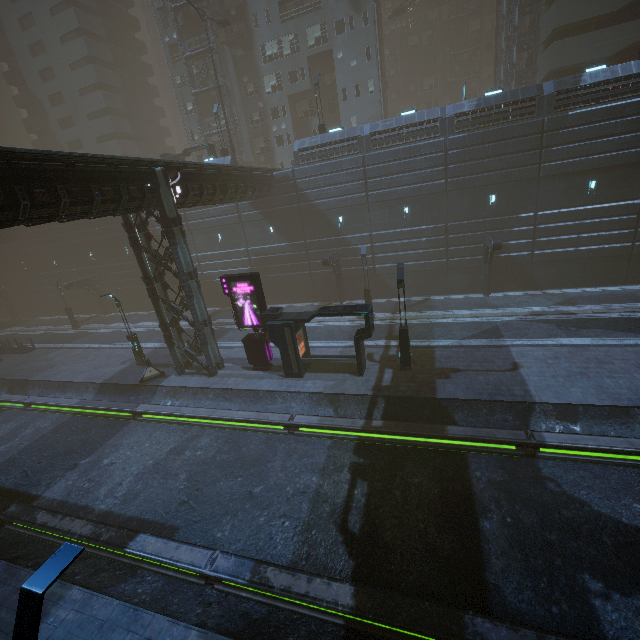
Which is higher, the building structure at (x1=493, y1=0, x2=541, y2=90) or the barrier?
the building structure at (x1=493, y1=0, x2=541, y2=90)

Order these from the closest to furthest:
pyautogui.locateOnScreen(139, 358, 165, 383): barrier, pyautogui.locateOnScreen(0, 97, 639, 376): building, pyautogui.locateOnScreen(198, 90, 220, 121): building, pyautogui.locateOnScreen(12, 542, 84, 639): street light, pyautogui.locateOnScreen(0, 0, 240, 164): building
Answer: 1. pyautogui.locateOnScreen(12, 542, 84, 639): street light
2. pyautogui.locateOnScreen(0, 97, 639, 376): building
3. pyautogui.locateOnScreen(139, 358, 165, 383): barrier
4. pyautogui.locateOnScreen(198, 90, 220, 121): building
5. pyautogui.locateOnScreen(0, 0, 240, 164): building

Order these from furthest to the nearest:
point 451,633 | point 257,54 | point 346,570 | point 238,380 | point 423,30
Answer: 1. point 423,30
2. point 257,54
3. point 238,380
4. point 346,570
5. point 451,633

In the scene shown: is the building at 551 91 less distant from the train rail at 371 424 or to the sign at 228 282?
the train rail at 371 424

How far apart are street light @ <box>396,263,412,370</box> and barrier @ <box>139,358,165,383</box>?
15.1m

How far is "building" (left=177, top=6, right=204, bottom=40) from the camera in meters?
35.9 m

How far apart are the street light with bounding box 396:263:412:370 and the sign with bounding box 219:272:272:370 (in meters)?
7.35

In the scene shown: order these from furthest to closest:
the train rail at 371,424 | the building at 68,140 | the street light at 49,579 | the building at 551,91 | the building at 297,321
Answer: the building at 68,140 < the building at 551,91 < the building at 297,321 < the train rail at 371,424 < the street light at 49,579
